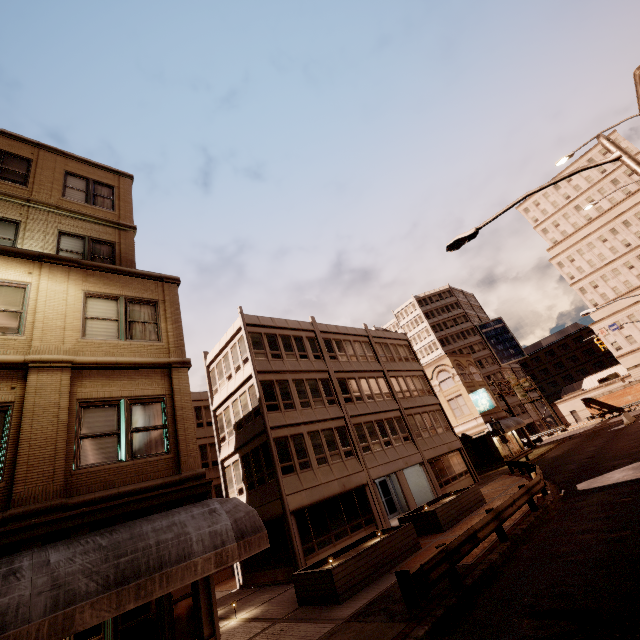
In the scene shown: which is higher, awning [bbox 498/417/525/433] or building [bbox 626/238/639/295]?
building [bbox 626/238/639/295]

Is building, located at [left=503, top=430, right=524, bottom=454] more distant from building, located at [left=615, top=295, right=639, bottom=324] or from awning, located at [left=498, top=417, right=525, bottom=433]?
Result: building, located at [left=615, top=295, right=639, bottom=324]

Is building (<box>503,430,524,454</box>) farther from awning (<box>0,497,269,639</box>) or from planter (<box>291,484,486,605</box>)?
awning (<box>0,497,269,639</box>)

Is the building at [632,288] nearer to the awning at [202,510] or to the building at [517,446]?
the building at [517,446]

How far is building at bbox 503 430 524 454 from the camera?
37.5 meters

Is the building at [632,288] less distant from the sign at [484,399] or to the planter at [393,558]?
the sign at [484,399]

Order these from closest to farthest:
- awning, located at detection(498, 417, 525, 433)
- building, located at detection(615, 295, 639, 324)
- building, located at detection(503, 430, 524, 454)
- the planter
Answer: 1. the planter
2. awning, located at detection(498, 417, 525, 433)
3. building, located at detection(503, 430, 524, 454)
4. building, located at detection(615, 295, 639, 324)

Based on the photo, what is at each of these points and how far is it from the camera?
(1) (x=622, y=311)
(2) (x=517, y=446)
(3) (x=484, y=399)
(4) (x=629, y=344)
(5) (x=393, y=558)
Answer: (1) building, 59.3m
(2) building, 38.5m
(3) sign, 36.4m
(4) building, 58.3m
(5) planter, 12.7m
